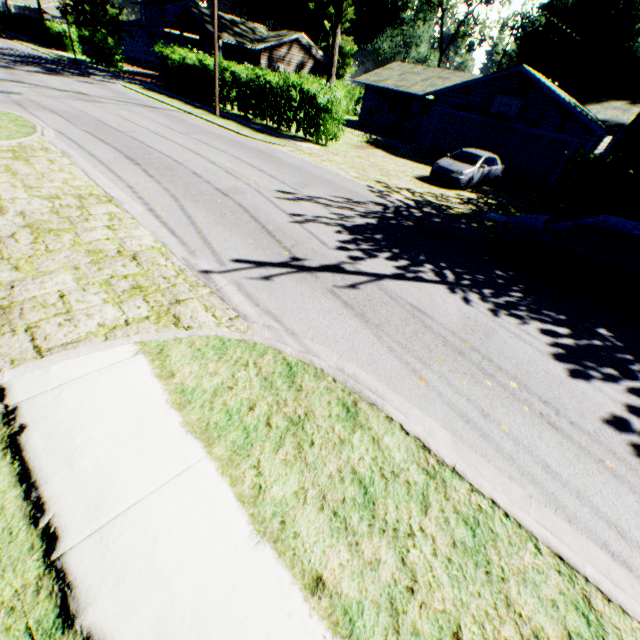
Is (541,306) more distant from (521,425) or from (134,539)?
(134,539)

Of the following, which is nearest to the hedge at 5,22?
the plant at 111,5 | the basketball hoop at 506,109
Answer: the plant at 111,5

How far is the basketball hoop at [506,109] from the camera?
19.2m

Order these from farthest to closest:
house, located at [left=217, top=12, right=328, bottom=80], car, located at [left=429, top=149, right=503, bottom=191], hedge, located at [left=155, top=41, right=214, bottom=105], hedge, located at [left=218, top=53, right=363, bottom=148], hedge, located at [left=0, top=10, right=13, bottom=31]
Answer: hedge, located at [left=0, top=10, right=13, bottom=31] < house, located at [left=217, top=12, right=328, bottom=80] < hedge, located at [left=155, top=41, right=214, bottom=105] < hedge, located at [left=218, top=53, right=363, bottom=148] < car, located at [left=429, top=149, right=503, bottom=191]

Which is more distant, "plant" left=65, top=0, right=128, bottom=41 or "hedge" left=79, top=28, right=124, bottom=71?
A: "plant" left=65, top=0, right=128, bottom=41

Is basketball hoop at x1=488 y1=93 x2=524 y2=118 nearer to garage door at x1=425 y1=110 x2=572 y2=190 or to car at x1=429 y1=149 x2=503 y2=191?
garage door at x1=425 y1=110 x2=572 y2=190

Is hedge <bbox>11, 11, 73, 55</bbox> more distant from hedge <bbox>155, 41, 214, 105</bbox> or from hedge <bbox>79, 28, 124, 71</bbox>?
hedge <bbox>155, 41, 214, 105</bbox>

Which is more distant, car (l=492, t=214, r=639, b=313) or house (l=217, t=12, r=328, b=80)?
house (l=217, t=12, r=328, b=80)
